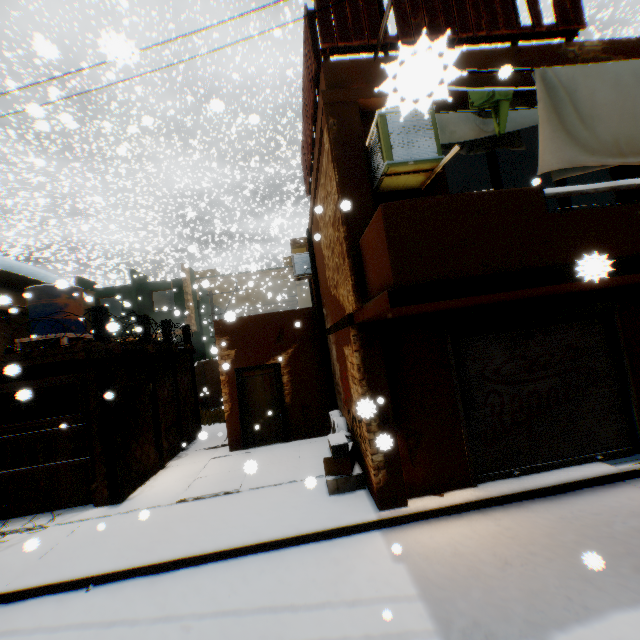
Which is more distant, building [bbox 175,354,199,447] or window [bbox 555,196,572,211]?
building [bbox 175,354,199,447]

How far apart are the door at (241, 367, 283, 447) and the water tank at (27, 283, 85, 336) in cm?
168

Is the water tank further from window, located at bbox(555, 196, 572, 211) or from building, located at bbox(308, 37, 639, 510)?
window, located at bbox(555, 196, 572, 211)

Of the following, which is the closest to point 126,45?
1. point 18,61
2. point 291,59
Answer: point 291,59

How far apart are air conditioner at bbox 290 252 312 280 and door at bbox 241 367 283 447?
2.38m

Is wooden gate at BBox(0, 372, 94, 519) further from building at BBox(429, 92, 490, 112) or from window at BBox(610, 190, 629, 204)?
window at BBox(610, 190, 629, 204)

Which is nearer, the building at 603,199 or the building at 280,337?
the building at 603,199
